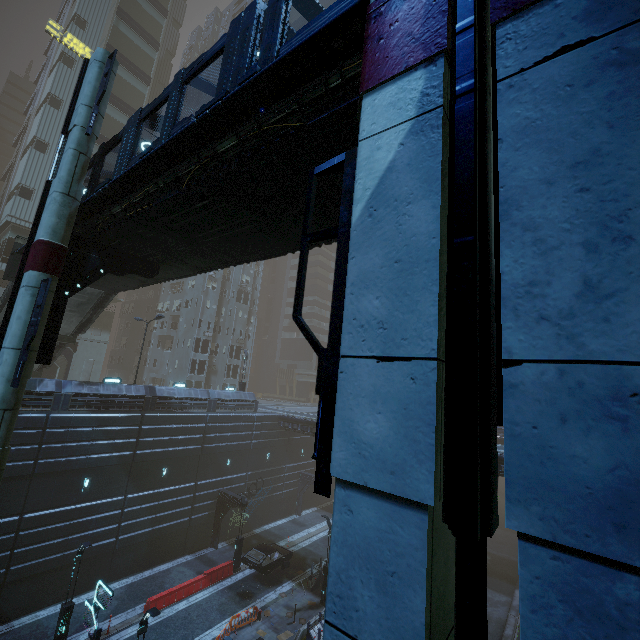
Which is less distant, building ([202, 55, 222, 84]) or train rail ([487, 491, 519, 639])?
train rail ([487, 491, 519, 639])

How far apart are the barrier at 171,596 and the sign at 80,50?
57.28m

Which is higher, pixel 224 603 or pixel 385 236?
pixel 385 236

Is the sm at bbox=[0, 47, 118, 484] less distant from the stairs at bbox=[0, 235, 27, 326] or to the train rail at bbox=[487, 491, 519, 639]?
the train rail at bbox=[487, 491, 519, 639]

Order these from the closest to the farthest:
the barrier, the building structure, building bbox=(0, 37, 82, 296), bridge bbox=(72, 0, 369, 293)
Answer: bridge bbox=(72, 0, 369, 293)
the building structure
the barrier
building bbox=(0, 37, 82, 296)

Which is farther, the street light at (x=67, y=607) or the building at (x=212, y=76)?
the building at (x=212, y=76)

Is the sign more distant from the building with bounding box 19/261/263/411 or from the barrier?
the barrier

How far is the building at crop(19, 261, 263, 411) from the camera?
23.81m
